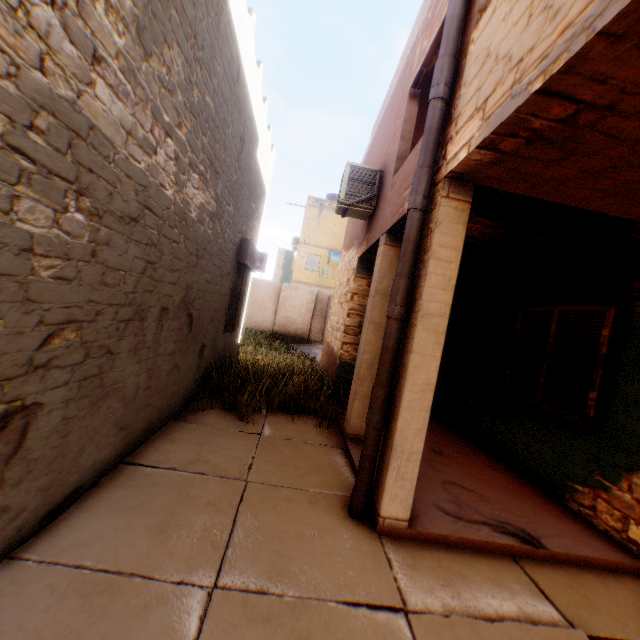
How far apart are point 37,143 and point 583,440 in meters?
6.0 m

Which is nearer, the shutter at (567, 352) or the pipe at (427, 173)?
the pipe at (427, 173)

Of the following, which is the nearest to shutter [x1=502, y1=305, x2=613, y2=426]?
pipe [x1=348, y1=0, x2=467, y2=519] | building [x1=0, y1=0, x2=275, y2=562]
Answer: building [x1=0, y1=0, x2=275, y2=562]

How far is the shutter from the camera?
4.1m

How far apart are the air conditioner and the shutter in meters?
3.3 m

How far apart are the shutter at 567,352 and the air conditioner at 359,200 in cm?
325

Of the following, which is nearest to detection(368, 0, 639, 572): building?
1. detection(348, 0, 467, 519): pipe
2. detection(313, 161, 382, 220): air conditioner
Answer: detection(348, 0, 467, 519): pipe

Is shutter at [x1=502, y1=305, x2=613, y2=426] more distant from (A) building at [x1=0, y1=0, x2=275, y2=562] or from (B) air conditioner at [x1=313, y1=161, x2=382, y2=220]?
(B) air conditioner at [x1=313, y1=161, x2=382, y2=220]
